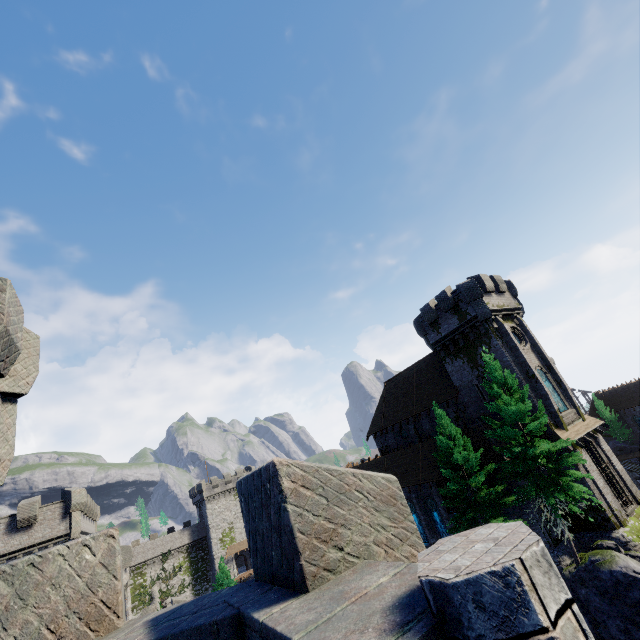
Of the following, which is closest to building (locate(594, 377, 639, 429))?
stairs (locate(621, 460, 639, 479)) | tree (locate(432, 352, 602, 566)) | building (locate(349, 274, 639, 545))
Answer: stairs (locate(621, 460, 639, 479))

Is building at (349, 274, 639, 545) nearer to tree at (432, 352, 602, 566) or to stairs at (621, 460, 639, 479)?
tree at (432, 352, 602, 566)

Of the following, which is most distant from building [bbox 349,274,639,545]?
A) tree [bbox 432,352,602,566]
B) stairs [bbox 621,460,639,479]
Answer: stairs [bbox 621,460,639,479]

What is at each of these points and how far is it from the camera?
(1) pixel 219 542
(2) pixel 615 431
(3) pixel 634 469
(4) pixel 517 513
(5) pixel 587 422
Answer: →
(1) building, 59.34m
(2) tree, 51.19m
(3) stairs, 45.12m
(4) building, 23.50m
(5) building, 25.95m

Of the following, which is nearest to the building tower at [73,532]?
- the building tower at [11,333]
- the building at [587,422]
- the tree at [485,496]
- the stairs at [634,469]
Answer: the building at [587,422]

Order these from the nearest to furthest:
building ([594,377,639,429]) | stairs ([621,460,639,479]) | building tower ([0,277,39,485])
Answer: building tower ([0,277,39,485])
stairs ([621,460,639,479])
building ([594,377,639,429])

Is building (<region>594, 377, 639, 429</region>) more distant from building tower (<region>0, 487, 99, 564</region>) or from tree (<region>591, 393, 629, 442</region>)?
building tower (<region>0, 487, 99, 564</region>)

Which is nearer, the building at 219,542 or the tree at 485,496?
the tree at 485,496
